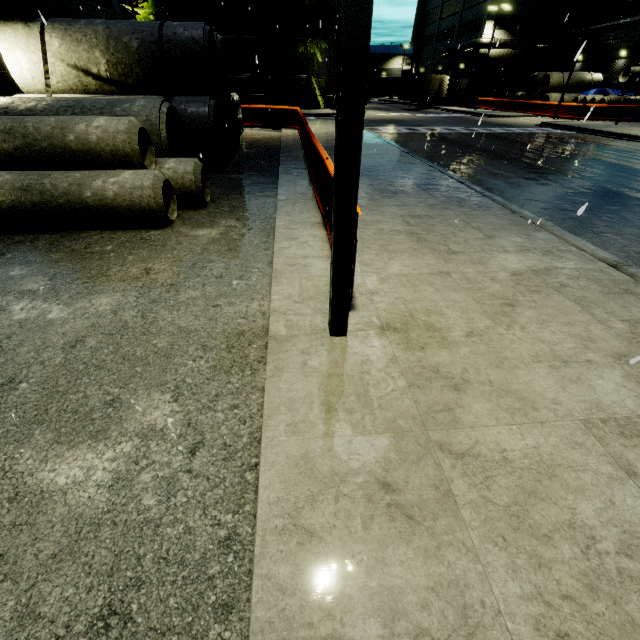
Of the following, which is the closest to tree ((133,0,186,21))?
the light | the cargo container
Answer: the cargo container

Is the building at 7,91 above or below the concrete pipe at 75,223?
above

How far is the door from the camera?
43.1m

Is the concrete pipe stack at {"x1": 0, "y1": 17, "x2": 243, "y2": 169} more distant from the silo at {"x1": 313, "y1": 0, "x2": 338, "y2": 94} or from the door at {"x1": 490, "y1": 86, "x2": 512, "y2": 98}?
the door at {"x1": 490, "y1": 86, "x2": 512, "y2": 98}

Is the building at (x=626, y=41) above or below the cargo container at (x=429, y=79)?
above

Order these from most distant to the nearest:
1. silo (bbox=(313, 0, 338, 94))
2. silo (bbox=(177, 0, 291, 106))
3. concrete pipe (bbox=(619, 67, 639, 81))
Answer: silo (bbox=(313, 0, 338, 94)) → silo (bbox=(177, 0, 291, 106)) → concrete pipe (bbox=(619, 67, 639, 81))

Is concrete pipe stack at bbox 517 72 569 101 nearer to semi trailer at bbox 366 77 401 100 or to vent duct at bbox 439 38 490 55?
vent duct at bbox 439 38 490 55

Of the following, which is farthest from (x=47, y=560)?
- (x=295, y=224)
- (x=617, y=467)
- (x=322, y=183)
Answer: (x=322, y=183)
